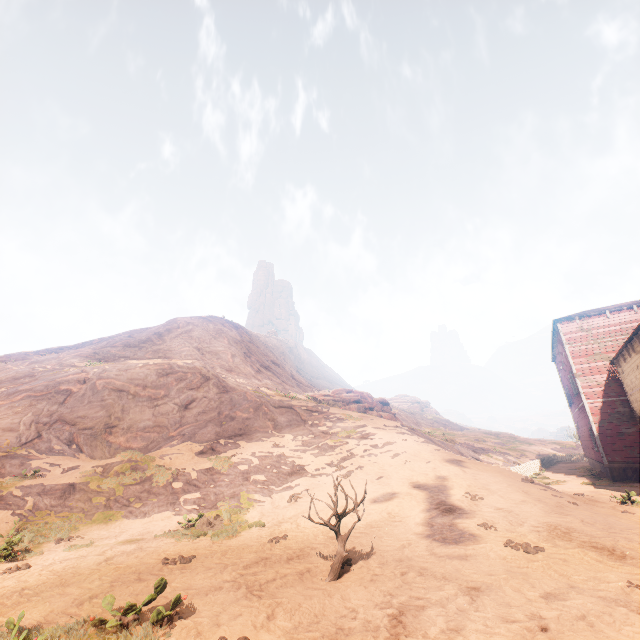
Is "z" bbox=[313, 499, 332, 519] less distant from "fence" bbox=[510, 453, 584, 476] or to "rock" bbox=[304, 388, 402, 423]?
"fence" bbox=[510, 453, 584, 476]

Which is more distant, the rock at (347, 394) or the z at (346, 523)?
the rock at (347, 394)

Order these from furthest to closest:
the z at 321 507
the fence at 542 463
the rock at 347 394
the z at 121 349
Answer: the rock at 347 394, the fence at 542 463, the z at 321 507, the z at 121 349

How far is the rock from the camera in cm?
3315

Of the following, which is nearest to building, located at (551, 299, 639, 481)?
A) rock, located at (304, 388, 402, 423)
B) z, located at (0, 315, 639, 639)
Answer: z, located at (0, 315, 639, 639)

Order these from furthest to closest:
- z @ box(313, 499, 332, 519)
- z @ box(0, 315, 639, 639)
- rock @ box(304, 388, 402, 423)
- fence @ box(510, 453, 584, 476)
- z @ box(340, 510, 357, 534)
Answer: rock @ box(304, 388, 402, 423) < fence @ box(510, 453, 584, 476) < z @ box(313, 499, 332, 519) < z @ box(340, 510, 357, 534) < z @ box(0, 315, 639, 639)

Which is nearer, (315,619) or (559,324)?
(315,619)

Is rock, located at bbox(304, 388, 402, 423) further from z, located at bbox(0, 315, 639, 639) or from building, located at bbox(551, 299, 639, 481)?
building, located at bbox(551, 299, 639, 481)
